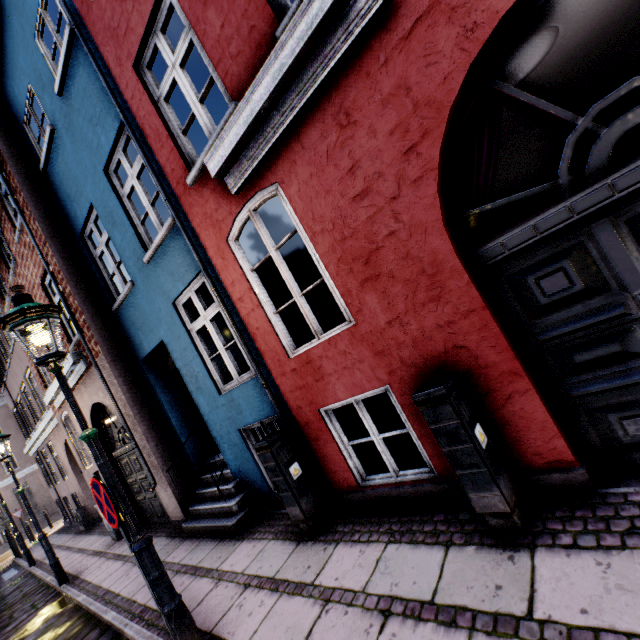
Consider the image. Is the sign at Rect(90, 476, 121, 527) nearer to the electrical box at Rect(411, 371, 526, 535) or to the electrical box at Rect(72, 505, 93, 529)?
the electrical box at Rect(411, 371, 526, 535)

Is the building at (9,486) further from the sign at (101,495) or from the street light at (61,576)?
the sign at (101,495)

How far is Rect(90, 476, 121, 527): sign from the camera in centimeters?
298cm

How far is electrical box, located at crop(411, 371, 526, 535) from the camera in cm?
248

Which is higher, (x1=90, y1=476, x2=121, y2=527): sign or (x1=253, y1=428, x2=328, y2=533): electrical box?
(x1=90, y1=476, x2=121, y2=527): sign

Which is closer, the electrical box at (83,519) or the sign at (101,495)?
the sign at (101,495)

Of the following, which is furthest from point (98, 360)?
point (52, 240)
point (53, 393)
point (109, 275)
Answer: point (53, 393)

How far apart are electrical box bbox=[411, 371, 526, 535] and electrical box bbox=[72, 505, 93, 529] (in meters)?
15.53
